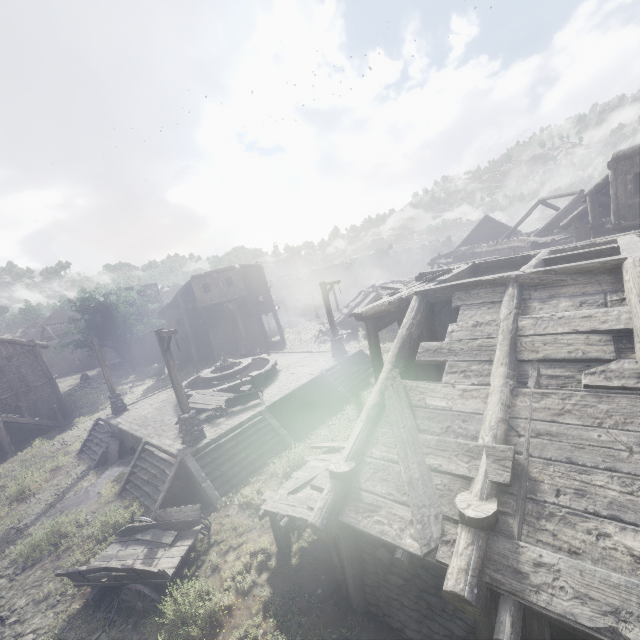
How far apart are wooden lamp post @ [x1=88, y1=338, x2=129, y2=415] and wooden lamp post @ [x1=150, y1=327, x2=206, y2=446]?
9.1m

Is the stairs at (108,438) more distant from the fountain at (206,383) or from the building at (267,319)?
the building at (267,319)

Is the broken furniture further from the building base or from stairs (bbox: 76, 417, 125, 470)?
stairs (bbox: 76, 417, 125, 470)

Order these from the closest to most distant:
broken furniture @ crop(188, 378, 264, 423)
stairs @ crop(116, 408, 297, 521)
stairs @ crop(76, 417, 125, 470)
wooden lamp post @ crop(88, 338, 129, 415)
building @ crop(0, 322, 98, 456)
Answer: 1. stairs @ crop(116, 408, 297, 521)
2. broken furniture @ crop(188, 378, 264, 423)
3. stairs @ crop(76, 417, 125, 470)
4. wooden lamp post @ crop(88, 338, 129, 415)
5. building @ crop(0, 322, 98, 456)

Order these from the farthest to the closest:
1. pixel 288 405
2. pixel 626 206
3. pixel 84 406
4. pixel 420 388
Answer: pixel 84 406 → pixel 288 405 → pixel 626 206 → pixel 420 388

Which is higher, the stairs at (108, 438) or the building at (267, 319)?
the building at (267, 319)

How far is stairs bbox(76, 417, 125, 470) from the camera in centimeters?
1670cm

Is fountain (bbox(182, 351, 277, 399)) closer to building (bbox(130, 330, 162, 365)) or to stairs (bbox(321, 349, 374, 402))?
stairs (bbox(321, 349, 374, 402))
